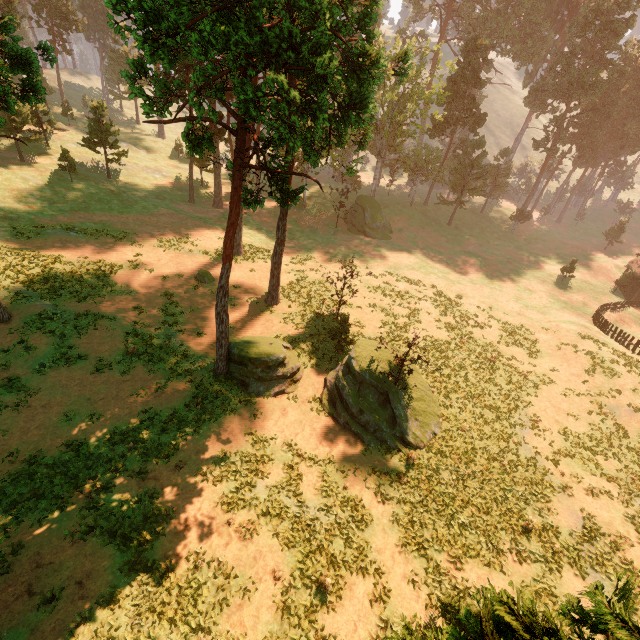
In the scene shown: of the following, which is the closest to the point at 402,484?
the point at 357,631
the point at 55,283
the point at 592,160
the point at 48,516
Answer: the point at 357,631

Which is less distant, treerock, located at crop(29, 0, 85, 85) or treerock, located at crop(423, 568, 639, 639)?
treerock, located at crop(423, 568, 639, 639)

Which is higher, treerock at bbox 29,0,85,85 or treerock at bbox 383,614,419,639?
treerock at bbox 29,0,85,85

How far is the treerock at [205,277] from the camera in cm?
2936

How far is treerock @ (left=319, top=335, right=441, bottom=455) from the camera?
18.9m

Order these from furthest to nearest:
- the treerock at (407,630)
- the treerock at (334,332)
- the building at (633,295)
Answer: the building at (633,295)
the treerock at (334,332)
the treerock at (407,630)
